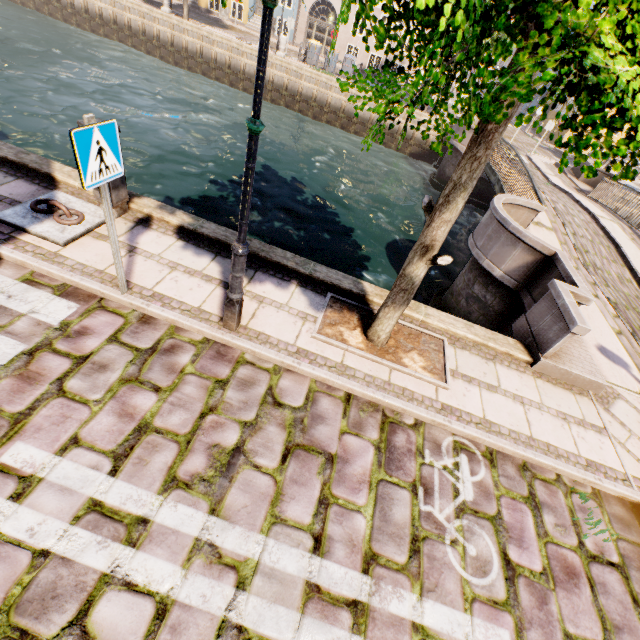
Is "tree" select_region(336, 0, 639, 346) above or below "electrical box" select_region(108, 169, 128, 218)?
above

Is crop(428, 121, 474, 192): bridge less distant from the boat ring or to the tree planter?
the tree planter

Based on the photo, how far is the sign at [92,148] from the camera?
2.62m

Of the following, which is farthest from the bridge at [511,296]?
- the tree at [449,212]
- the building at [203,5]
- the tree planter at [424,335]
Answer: the building at [203,5]

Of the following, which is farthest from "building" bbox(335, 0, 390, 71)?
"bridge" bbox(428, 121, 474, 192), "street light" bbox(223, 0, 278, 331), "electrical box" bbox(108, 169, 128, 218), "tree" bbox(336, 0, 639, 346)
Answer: "street light" bbox(223, 0, 278, 331)

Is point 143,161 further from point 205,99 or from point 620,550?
point 620,550

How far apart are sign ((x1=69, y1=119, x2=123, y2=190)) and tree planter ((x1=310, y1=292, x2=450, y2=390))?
2.7m

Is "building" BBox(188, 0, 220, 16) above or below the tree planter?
above
